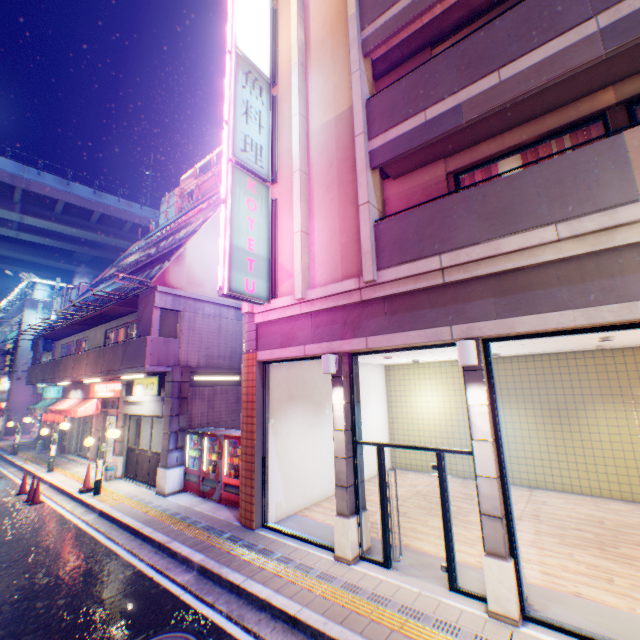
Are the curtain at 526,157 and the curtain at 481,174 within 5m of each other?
yes

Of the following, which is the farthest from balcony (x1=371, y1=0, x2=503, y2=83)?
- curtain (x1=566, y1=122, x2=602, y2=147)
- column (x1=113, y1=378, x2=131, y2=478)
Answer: column (x1=113, y1=378, x2=131, y2=478)

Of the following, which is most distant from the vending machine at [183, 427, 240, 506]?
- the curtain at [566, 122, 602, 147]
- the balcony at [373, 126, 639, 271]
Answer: the curtain at [566, 122, 602, 147]

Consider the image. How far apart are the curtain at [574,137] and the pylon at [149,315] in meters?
12.4

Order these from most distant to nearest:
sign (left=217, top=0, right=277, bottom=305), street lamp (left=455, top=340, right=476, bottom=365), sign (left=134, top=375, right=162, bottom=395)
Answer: sign (left=134, top=375, right=162, bottom=395) < sign (left=217, top=0, right=277, bottom=305) < street lamp (left=455, top=340, right=476, bottom=365)

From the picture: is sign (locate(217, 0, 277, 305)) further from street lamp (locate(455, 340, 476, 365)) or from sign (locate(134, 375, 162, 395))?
sign (locate(134, 375, 162, 395))

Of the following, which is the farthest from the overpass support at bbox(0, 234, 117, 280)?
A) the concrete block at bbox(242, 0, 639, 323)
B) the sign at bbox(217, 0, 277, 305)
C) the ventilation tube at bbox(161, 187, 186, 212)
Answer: the ventilation tube at bbox(161, 187, 186, 212)

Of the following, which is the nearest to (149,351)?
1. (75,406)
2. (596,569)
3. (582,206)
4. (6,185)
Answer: (75,406)
